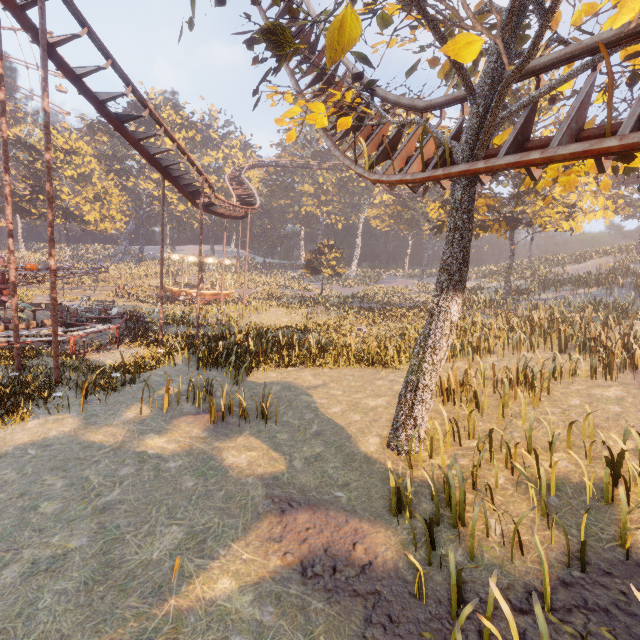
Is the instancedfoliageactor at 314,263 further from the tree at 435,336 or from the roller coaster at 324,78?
the tree at 435,336

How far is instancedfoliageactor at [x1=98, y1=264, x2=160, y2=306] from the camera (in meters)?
34.62

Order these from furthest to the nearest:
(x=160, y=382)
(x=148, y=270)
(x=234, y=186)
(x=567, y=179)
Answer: (x=148, y=270) → (x=234, y=186) → (x=160, y=382) → (x=567, y=179)

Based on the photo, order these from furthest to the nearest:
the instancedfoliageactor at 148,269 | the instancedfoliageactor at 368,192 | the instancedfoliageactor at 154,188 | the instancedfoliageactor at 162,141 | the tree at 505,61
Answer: the instancedfoliageactor at 368,192
the instancedfoliageactor at 162,141
the instancedfoliageactor at 154,188
the instancedfoliageactor at 148,269
the tree at 505,61

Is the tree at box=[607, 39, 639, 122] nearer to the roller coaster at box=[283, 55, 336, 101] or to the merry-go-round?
the roller coaster at box=[283, 55, 336, 101]

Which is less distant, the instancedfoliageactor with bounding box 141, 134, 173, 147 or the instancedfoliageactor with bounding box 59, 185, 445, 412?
the instancedfoliageactor with bounding box 59, 185, 445, 412
